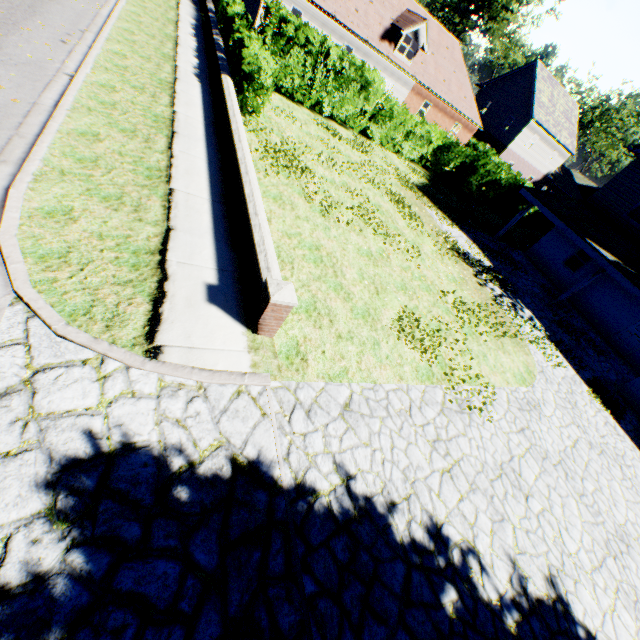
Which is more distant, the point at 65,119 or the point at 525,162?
the point at 525,162

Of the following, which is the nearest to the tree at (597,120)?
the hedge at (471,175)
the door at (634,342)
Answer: the hedge at (471,175)

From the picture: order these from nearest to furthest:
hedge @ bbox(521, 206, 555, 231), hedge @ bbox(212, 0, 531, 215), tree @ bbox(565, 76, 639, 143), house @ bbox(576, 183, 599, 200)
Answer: hedge @ bbox(212, 0, 531, 215), hedge @ bbox(521, 206, 555, 231), tree @ bbox(565, 76, 639, 143), house @ bbox(576, 183, 599, 200)

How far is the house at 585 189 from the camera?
57.6m

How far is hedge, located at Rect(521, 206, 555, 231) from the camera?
29.8m

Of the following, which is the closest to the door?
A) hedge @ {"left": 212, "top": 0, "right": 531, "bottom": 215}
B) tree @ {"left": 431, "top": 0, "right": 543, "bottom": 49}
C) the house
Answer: hedge @ {"left": 212, "top": 0, "right": 531, "bottom": 215}

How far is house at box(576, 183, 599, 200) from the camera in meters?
57.6 m

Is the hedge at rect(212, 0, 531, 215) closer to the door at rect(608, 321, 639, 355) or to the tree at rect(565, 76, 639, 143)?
the tree at rect(565, 76, 639, 143)
